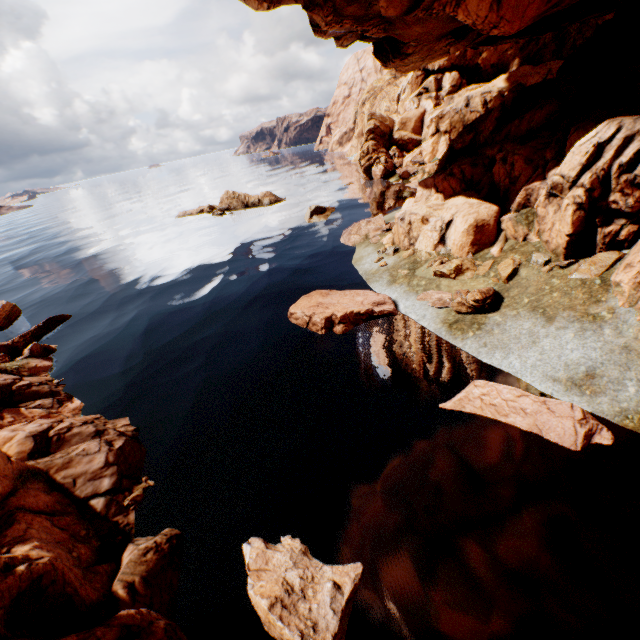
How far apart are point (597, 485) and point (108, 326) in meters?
23.2 m

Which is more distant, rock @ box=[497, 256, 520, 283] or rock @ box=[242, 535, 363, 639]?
rock @ box=[497, 256, 520, 283]

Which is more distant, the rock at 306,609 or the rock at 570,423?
the rock at 570,423

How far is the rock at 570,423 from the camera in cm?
833

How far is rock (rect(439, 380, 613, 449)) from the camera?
8.3m
